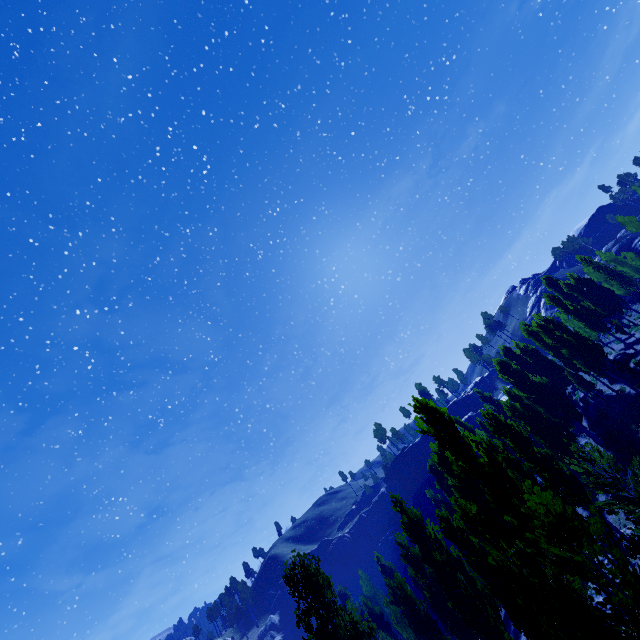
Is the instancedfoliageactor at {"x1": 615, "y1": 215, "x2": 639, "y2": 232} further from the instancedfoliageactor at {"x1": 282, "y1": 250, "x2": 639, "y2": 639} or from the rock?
the rock

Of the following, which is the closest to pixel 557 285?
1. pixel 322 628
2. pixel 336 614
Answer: pixel 336 614

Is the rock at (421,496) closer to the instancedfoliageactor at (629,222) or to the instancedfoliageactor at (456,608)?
the instancedfoliageactor at (629,222)

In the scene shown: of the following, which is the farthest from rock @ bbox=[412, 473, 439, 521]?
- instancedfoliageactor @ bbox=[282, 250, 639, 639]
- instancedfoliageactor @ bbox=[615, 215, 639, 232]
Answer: instancedfoliageactor @ bbox=[282, 250, 639, 639]

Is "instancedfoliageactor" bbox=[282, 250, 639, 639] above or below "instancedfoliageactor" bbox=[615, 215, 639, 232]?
below

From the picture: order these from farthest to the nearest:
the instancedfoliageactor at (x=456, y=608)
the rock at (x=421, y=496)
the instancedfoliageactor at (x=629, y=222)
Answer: the rock at (x=421, y=496)
the instancedfoliageactor at (x=629, y=222)
the instancedfoliageactor at (x=456, y=608)

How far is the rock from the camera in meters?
55.5 m
